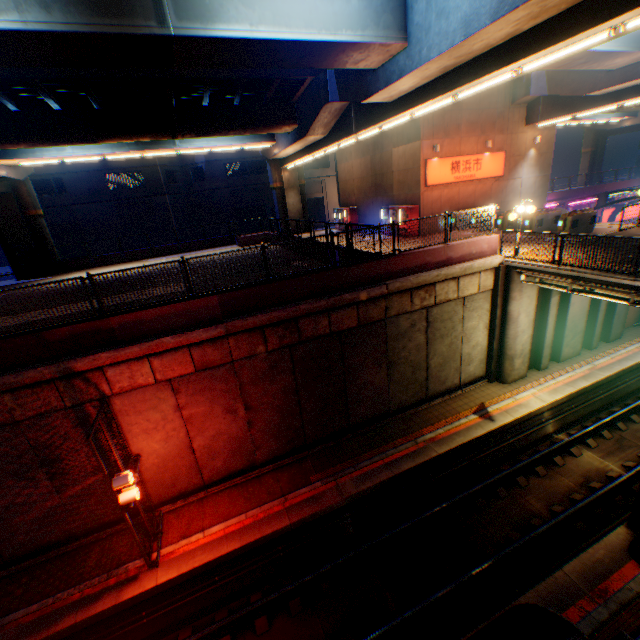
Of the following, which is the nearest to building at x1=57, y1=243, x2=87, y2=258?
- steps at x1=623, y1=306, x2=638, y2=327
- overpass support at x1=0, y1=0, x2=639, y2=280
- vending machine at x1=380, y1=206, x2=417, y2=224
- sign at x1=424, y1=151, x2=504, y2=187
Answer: overpass support at x1=0, y1=0, x2=639, y2=280

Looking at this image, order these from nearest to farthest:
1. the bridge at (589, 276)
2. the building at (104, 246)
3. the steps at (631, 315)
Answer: the bridge at (589, 276) < the steps at (631, 315) < the building at (104, 246)

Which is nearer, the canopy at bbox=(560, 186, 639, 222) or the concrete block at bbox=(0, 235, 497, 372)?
the concrete block at bbox=(0, 235, 497, 372)

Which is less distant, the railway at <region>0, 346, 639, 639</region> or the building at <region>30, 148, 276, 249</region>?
the railway at <region>0, 346, 639, 639</region>

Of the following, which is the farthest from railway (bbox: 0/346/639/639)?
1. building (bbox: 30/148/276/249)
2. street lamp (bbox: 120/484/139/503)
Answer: building (bbox: 30/148/276/249)

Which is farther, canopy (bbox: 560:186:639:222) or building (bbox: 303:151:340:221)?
building (bbox: 303:151:340:221)

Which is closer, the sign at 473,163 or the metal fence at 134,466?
the metal fence at 134,466

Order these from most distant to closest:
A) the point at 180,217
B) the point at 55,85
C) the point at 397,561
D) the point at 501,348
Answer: the point at 180,217
the point at 501,348
the point at 55,85
the point at 397,561
